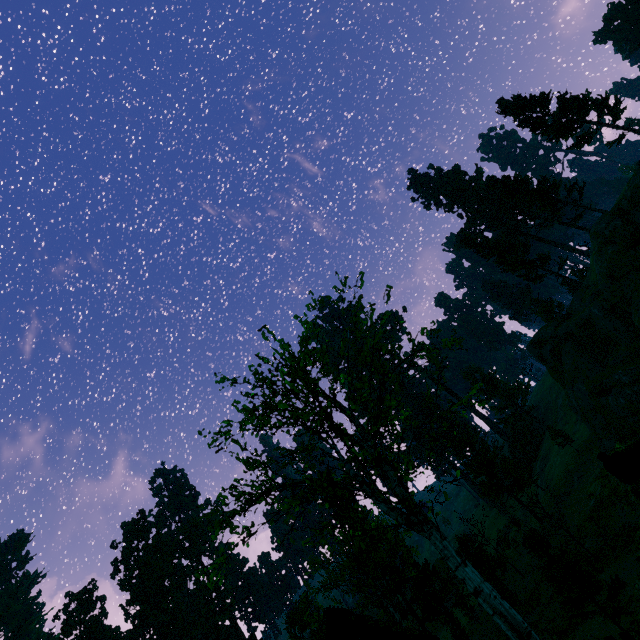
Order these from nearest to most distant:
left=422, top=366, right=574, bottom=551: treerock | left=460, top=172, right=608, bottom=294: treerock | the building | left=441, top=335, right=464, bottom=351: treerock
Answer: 1. left=441, top=335, right=464, bottom=351: treerock
2. left=422, top=366, right=574, bottom=551: treerock
3. the building
4. left=460, top=172, right=608, bottom=294: treerock

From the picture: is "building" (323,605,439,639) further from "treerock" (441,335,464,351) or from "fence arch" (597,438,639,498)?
"fence arch" (597,438,639,498)

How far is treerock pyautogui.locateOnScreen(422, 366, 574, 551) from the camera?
16.9 meters

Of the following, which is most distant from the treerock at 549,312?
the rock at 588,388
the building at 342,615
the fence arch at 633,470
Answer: the fence arch at 633,470

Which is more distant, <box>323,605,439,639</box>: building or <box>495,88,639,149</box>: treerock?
<box>495,88,639,149</box>: treerock

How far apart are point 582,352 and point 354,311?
30.2m

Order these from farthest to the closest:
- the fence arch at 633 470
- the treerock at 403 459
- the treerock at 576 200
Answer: the treerock at 576 200, the treerock at 403 459, the fence arch at 633 470

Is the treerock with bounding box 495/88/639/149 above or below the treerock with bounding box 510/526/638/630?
above
